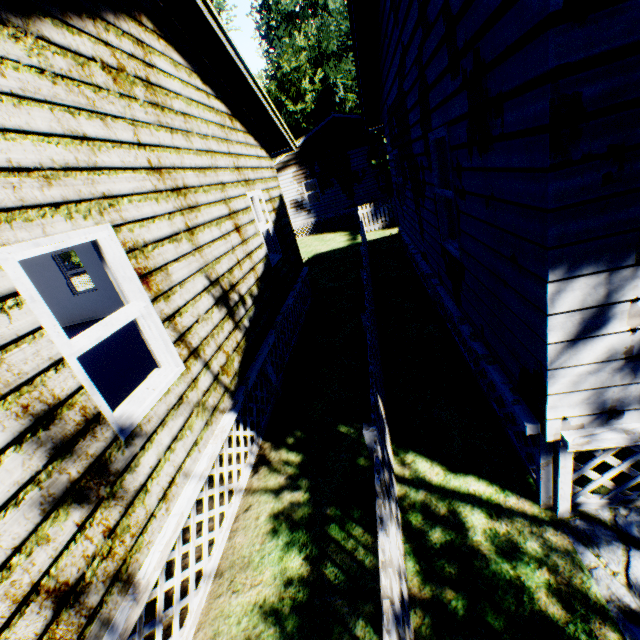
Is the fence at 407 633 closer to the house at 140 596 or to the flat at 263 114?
the house at 140 596

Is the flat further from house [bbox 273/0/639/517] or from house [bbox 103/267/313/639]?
house [bbox 103/267/313/639]

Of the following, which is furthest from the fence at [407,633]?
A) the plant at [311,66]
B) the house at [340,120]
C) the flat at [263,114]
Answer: the flat at [263,114]

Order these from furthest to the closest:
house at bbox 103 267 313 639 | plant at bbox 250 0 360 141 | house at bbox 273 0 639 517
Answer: plant at bbox 250 0 360 141, house at bbox 103 267 313 639, house at bbox 273 0 639 517

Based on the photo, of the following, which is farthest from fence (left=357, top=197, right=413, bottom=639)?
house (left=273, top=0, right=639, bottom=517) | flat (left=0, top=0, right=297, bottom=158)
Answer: flat (left=0, top=0, right=297, bottom=158)

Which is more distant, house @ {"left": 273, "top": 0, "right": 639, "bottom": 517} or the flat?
the flat

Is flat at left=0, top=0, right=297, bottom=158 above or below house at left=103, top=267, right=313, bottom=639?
above

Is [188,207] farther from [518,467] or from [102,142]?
[518,467]
